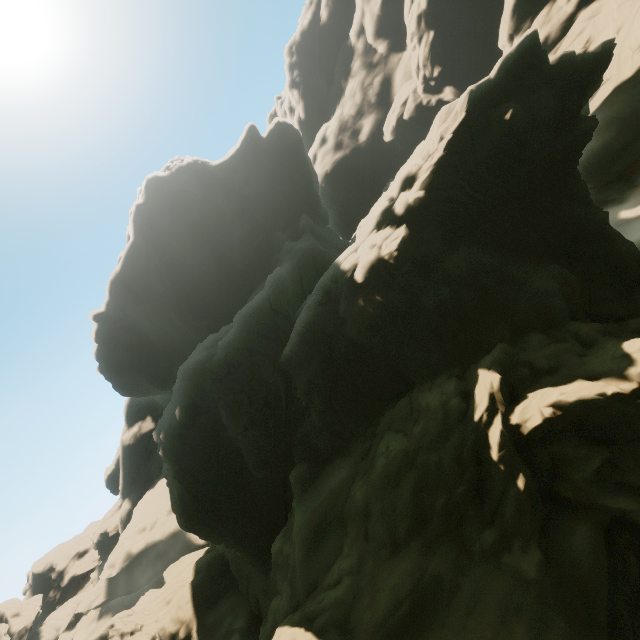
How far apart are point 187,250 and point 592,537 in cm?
4335
